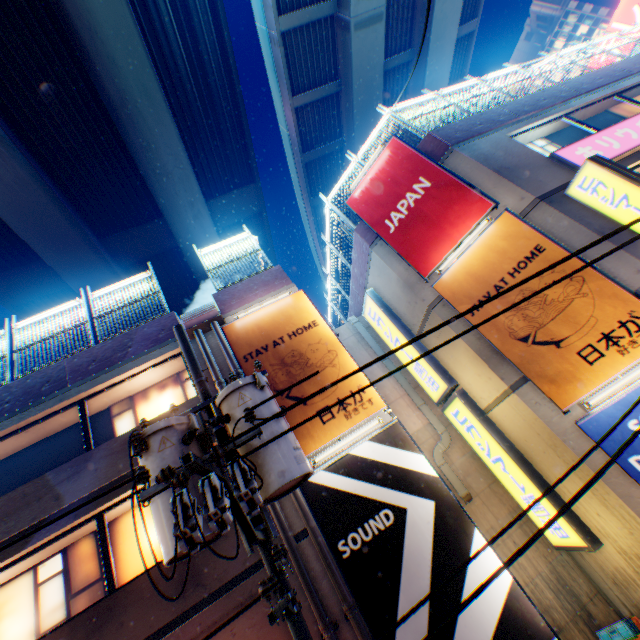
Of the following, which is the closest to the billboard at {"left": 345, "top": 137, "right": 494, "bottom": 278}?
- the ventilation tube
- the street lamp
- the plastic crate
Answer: the street lamp

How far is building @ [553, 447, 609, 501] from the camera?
6.9m

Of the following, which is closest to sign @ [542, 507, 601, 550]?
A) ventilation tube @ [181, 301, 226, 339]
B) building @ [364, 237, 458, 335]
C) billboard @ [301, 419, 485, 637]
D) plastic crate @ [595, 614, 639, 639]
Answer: building @ [364, 237, 458, 335]

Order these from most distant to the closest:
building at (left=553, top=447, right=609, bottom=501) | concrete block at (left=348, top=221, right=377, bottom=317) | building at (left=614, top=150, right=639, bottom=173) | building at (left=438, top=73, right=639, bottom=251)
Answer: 1. concrete block at (left=348, top=221, right=377, bottom=317)
2. building at (left=614, top=150, right=639, bottom=173)
3. building at (left=438, top=73, right=639, bottom=251)
4. building at (left=553, top=447, right=609, bottom=501)

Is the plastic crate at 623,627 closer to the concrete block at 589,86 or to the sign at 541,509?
the sign at 541,509

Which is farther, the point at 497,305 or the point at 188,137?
the point at 188,137

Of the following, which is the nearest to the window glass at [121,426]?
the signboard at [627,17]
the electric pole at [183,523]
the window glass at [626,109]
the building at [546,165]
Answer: the electric pole at [183,523]

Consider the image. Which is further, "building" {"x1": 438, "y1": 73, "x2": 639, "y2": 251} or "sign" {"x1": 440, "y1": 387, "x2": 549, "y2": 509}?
"sign" {"x1": 440, "y1": 387, "x2": 549, "y2": 509}
